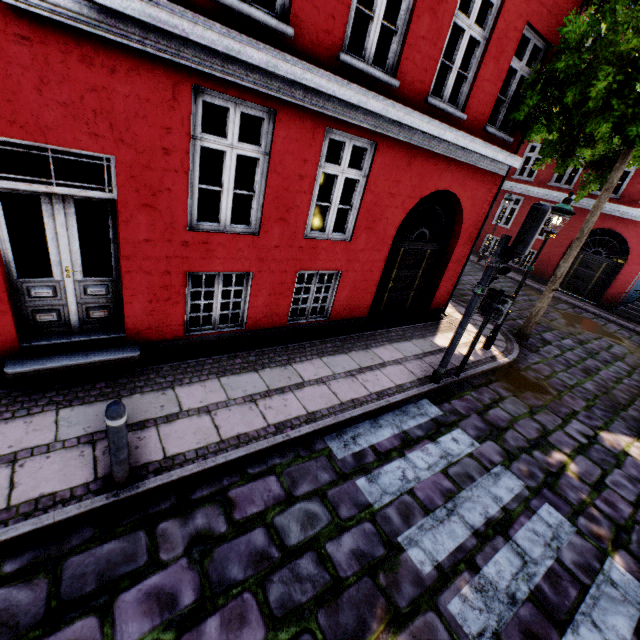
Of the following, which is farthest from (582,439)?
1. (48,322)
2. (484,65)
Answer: (48,322)

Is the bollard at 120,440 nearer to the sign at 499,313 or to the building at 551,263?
the building at 551,263

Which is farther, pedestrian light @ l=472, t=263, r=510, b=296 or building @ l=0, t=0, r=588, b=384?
pedestrian light @ l=472, t=263, r=510, b=296

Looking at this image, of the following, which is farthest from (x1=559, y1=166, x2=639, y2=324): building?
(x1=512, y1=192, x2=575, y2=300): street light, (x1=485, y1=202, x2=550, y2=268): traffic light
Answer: (x1=485, y1=202, x2=550, y2=268): traffic light

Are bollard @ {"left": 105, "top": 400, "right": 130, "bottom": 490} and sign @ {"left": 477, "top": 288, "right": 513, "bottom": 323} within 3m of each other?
no

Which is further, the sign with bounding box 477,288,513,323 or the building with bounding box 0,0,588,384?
the sign with bounding box 477,288,513,323

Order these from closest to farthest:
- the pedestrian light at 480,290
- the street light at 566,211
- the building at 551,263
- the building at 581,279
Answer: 1. the pedestrian light at 480,290
2. the street light at 566,211
3. the building at 581,279
4. the building at 551,263

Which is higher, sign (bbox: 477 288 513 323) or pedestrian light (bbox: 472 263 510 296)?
pedestrian light (bbox: 472 263 510 296)
